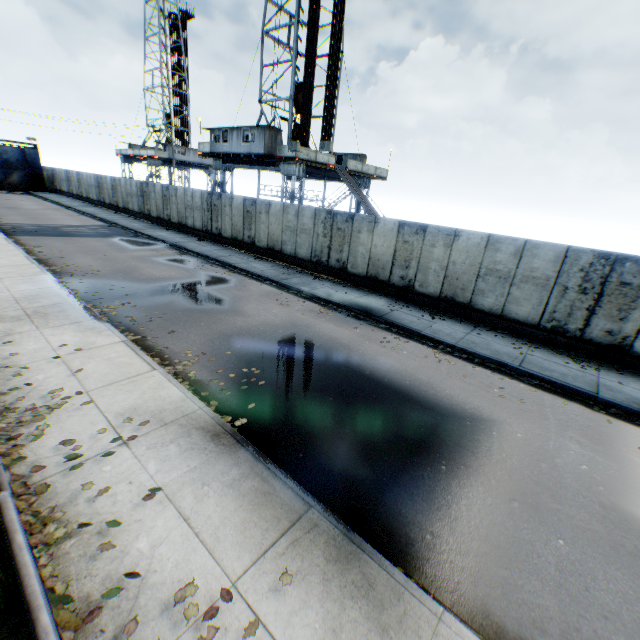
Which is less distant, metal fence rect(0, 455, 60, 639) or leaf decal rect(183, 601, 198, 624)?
metal fence rect(0, 455, 60, 639)

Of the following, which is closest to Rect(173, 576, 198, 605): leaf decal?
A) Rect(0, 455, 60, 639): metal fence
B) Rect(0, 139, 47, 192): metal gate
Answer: Rect(0, 455, 60, 639): metal fence

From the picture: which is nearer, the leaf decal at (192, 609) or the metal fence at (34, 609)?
the metal fence at (34, 609)

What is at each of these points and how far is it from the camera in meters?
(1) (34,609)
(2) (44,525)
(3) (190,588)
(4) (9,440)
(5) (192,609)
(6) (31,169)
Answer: (1) metal fence, 1.5
(2) leaf decal, 3.9
(3) leaf decal, 3.4
(4) leaf decal, 5.0
(5) leaf decal, 3.3
(6) metal gate, 44.0

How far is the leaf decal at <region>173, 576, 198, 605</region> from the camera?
3.33m

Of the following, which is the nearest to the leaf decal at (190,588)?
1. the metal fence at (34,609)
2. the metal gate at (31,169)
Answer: the metal fence at (34,609)

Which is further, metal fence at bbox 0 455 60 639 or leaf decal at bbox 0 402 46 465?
leaf decal at bbox 0 402 46 465
